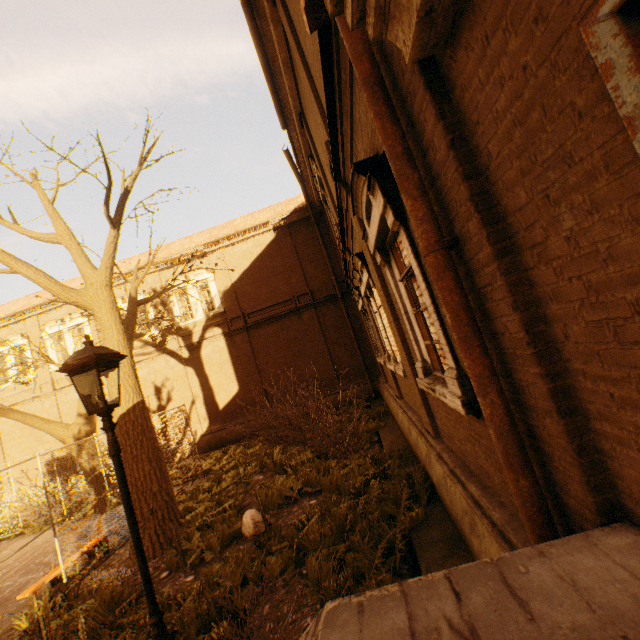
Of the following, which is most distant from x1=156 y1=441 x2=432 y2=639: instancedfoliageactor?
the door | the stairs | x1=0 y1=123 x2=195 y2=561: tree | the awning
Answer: the awning

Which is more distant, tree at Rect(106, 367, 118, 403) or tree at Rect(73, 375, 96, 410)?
tree at Rect(73, 375, 96, 410)

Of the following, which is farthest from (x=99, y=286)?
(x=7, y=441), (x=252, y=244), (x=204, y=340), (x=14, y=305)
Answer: (x=7, y=441)

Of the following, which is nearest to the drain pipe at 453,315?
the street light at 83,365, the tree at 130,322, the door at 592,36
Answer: the door at 592,36

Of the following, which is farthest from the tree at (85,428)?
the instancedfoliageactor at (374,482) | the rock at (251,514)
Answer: the rock at (251,514)

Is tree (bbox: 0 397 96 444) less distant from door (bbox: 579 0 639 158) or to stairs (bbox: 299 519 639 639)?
stairs (bbox: 299 519 639 639)

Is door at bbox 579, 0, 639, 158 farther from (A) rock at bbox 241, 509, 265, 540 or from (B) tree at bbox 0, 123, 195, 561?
(A) rock at bbox 241, 509, 265, 540
